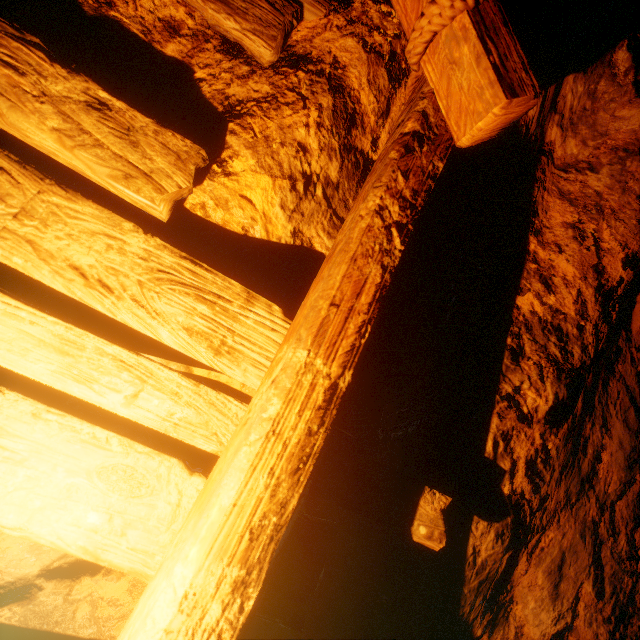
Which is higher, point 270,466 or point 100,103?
point 100,103
